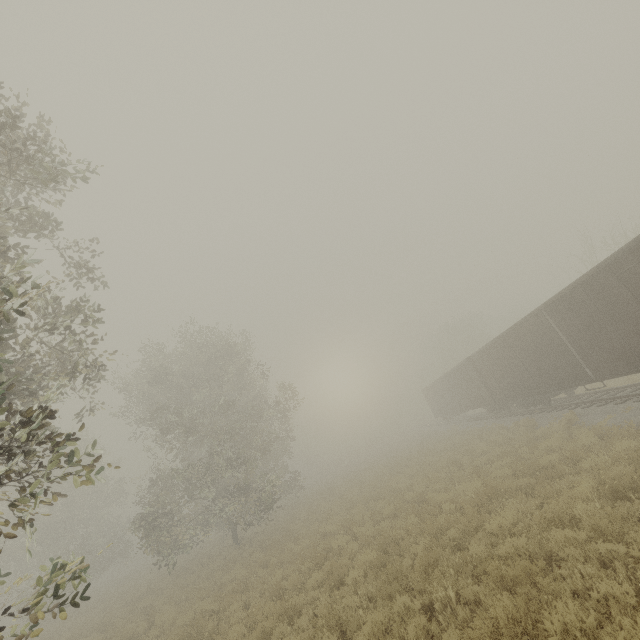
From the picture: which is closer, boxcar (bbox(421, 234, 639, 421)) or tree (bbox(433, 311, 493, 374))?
boxcar (bbox(421, 234, 639, 421))

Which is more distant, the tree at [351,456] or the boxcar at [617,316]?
the tree at [351,456]

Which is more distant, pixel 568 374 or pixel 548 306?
pixel 568 374

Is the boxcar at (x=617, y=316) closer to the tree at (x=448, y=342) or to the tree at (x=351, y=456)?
the tree at (x=448, y=342)

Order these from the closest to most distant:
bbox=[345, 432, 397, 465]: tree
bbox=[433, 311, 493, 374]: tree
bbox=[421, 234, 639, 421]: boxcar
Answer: bbox=[421, 234, 639, 421]: boxcar, bbox=[433, 311, 493, 374]: tree, bbox=[345, 432, 397, 465]: tree

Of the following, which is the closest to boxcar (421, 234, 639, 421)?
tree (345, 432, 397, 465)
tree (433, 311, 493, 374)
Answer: tree (433, 311, 493, 374)

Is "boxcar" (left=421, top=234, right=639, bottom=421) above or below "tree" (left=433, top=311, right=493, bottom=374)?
below

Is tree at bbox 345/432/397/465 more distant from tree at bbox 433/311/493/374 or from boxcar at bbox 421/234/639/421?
boxcar at bbox 421/234/639/421
